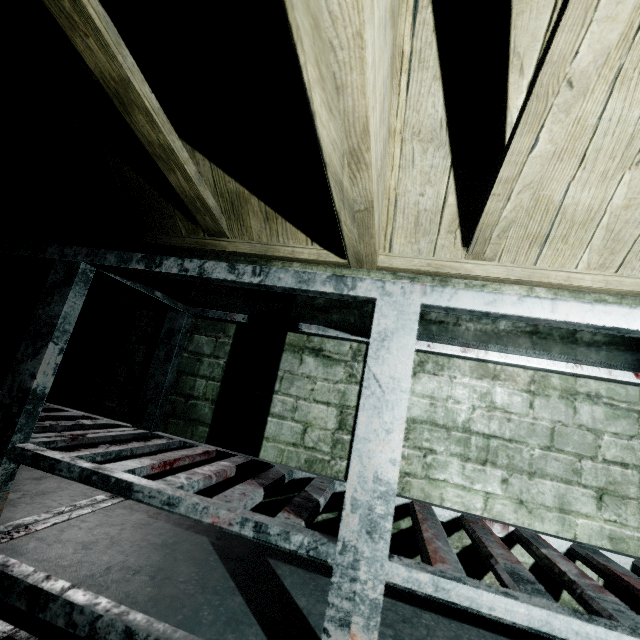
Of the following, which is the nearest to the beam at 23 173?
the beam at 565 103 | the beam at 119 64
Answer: the beam at 119 64

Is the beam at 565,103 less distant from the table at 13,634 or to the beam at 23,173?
the table at 13,634

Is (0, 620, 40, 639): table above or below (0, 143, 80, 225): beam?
below

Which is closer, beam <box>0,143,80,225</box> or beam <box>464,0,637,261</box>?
beam <box>464,0,637,261</box>

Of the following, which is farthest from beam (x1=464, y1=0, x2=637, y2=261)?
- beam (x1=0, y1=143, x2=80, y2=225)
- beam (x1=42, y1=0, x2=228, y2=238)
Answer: beam (x1=0, y1=143, x2=80, y2=225)

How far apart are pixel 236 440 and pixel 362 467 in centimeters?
87cm

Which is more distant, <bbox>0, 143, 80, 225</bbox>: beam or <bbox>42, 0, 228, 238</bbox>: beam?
<bbox>0, 143, 80, 225</bbox>: beam
